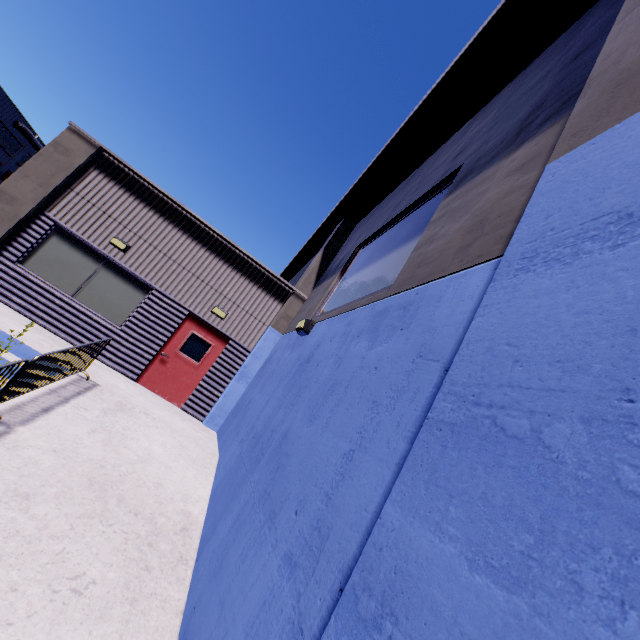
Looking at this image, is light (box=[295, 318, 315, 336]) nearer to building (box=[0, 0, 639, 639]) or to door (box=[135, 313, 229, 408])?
building (box=[0, 0, 639, 639])

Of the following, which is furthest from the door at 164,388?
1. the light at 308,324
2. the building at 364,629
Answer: the light at 308,324

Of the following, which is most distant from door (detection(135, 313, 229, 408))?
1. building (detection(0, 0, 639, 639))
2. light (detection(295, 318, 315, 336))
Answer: light (detection(295, 318, 315, 336))

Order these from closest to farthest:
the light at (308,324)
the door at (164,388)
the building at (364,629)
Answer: the building at (364,629)
the light at (308,324)
the door at (164,388)

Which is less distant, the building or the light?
the building

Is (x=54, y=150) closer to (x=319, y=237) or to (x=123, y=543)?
(x=319, y=237)

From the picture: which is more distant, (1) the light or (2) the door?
(2) the door

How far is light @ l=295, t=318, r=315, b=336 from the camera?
5.64m
